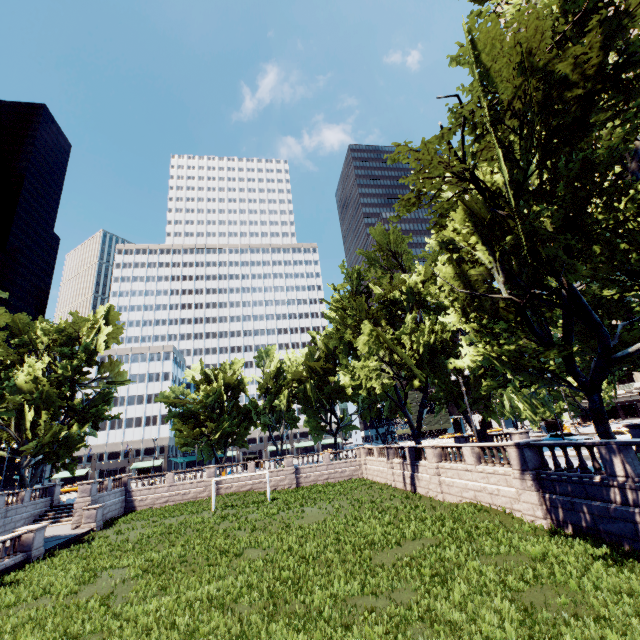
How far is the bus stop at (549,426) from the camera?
52.90m

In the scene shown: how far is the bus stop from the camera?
52.9 meters

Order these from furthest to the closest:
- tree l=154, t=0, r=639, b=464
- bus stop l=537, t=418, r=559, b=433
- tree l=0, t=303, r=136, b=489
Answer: bus stop l=537, t=418, r=559, b=433, tree l=0, t=303, r=136, b=489, tree l=154, t=0, r=639, b=464

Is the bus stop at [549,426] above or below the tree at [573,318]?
below

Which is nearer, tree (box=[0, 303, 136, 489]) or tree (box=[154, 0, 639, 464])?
tree (box=[154, 0, 639, 464])

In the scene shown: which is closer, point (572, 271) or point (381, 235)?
point (572, 271)

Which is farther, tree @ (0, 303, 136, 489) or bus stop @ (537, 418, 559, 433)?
bus stop @ (537, 418, 559, 433)
